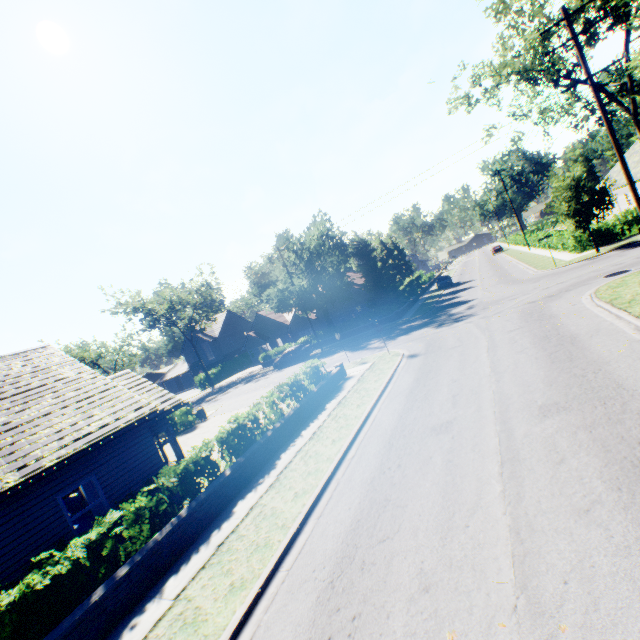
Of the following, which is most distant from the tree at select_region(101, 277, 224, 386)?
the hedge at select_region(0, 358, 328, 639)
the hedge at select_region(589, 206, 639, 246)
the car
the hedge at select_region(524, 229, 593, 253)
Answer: the hedge at select_region(0, 358, 328, 639)

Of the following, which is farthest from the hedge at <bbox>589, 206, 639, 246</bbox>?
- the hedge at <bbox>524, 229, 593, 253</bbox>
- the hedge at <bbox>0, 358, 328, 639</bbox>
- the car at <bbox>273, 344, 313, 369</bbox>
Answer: the car at <bbox>273, 344, 313, 369</bbox>

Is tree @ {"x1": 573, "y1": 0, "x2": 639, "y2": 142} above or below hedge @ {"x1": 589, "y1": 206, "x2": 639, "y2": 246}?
above

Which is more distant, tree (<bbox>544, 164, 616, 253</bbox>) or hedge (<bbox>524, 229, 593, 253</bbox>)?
hedge (<bbox>524, 229, 593, 253</bbox>)

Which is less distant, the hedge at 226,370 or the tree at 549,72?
the tree at 549,72

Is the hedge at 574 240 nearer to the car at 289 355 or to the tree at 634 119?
the tree at 634 119

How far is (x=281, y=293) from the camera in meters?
37.2 m

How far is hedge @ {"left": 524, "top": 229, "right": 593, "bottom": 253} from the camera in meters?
25.3 m
